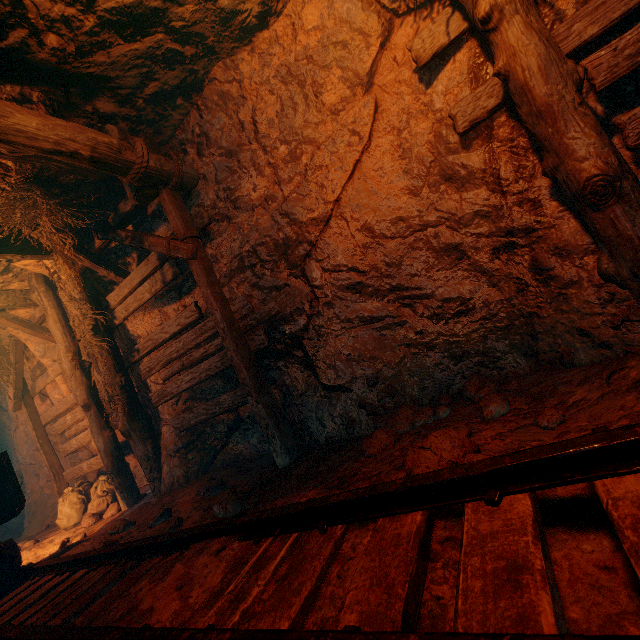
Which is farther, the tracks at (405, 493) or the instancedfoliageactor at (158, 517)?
the instancedfoliageactor at (158, 517)

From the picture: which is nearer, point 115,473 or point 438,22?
point 438,22

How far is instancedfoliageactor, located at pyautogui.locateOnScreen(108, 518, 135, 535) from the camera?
3.8 meters

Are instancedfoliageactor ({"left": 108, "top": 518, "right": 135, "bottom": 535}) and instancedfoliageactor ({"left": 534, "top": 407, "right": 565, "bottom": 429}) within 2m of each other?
no

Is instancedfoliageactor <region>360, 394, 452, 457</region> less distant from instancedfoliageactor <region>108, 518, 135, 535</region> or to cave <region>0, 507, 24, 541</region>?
instancedfoliageactor <region>108, 518, 135, 535</region>

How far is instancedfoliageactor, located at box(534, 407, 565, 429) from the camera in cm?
189

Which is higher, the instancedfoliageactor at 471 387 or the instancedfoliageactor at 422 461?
the instancedfoliageactor at 422 461

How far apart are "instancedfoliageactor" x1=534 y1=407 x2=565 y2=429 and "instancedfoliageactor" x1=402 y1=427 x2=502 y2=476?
0.5 meters
